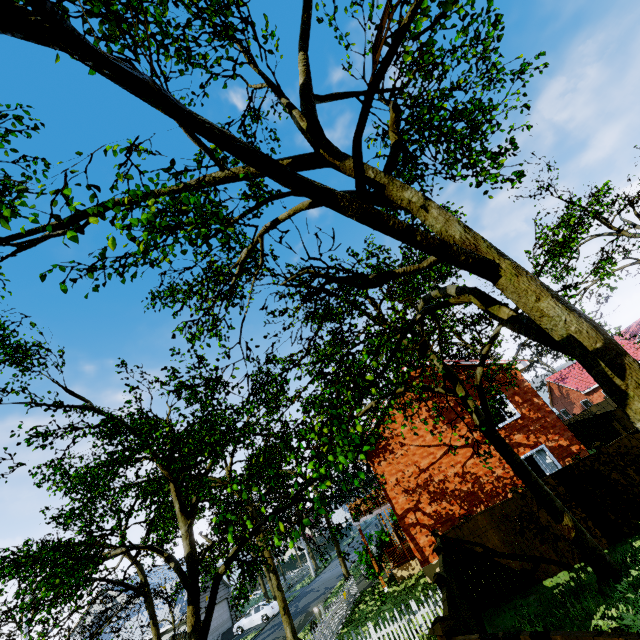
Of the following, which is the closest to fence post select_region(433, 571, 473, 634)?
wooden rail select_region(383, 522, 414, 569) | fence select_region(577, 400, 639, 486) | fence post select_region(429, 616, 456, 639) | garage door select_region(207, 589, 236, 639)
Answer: fence select_region(577, 400, 639, 486)

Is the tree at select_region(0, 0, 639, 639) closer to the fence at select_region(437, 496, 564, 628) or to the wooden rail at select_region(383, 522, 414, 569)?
the fence at select_region(437, 496, 564, 628)

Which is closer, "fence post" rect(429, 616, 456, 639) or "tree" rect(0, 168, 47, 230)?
"tree" rect(0, 168, 47, 230)

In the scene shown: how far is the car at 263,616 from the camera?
29.7 meters

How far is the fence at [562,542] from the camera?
10.60m

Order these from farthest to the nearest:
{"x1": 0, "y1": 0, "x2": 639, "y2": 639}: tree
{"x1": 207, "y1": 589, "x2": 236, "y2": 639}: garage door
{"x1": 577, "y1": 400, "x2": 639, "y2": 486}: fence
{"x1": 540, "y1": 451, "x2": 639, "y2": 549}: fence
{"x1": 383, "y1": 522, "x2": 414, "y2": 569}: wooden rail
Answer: {"x1": 207, "y1": 589, "x2": 236, "y2": 639}: garage door, {"x1": 383, "y1": 522, "x2": 414, "y2": 569}: wooden rail, {"x1": 577, "y1": 400, "x2": 639, "y2": 486}: fence, {"x1": 540, "y1": 451, "x2": 639, "y2": 549}: fence, {"x1": 0, "y1": 0, "x2": 639, "y2": 639}: tree

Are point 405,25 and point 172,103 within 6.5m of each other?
yes

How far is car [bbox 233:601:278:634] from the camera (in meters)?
29.69
